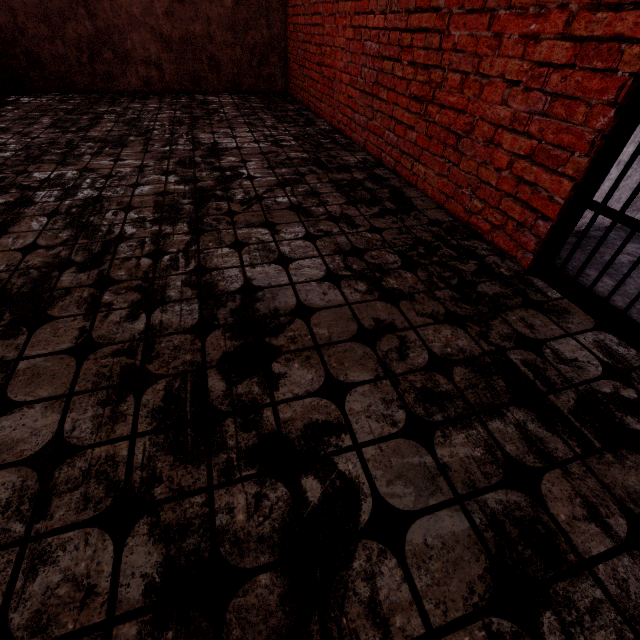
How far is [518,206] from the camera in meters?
2.0

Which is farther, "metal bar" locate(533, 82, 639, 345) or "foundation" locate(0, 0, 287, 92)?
"foundation" locate(0, 0, 287, 92)

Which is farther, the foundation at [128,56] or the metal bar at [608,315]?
the foundation at [128,56]
